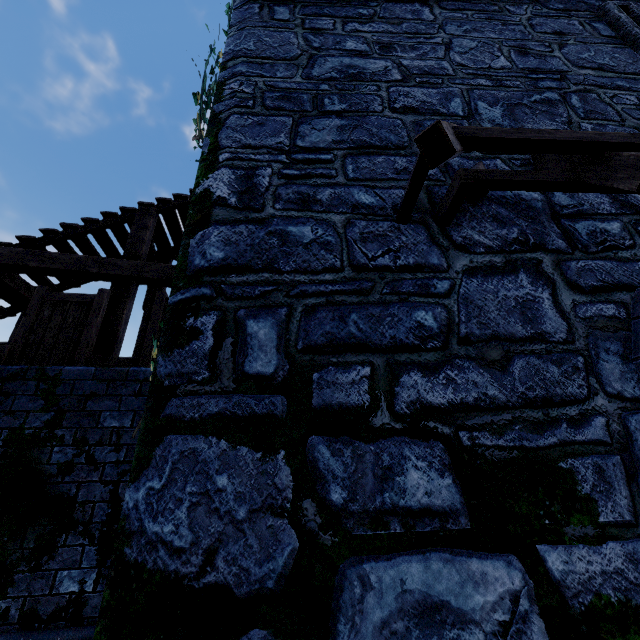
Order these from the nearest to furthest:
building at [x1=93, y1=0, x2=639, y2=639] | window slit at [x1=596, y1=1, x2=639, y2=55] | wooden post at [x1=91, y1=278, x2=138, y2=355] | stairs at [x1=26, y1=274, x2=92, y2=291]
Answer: building at [x1=93, y1=0, x2=639, y2=639], window slit at [x1=596, y1=1, x2=639, y2=55], wooden post at [x1=91, y1=278, x2=138, y2=355], stairs at [x1=26, y1=274, x2=92, y2=291]

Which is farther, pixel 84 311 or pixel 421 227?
pixel 84 311

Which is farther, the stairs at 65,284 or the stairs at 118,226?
the stairs at 65,284

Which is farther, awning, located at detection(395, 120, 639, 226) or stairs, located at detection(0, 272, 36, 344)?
stairs, located at detection(0, 272, 36, 344)

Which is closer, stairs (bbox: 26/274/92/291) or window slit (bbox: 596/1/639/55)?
window slit (bbox: 596/1/639/55)

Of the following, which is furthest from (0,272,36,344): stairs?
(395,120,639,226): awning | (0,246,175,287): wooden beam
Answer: (395,120,639,226): awning

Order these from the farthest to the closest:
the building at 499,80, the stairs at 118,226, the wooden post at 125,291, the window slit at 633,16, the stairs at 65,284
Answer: the stairs at 65,284, the stairs at 118,226, the wooden post at 125,291, the window slit at 633,16, the building at 499,80

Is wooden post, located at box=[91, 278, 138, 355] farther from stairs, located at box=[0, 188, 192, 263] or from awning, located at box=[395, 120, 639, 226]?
awning, located at box=[395, 120, 639, 226]
